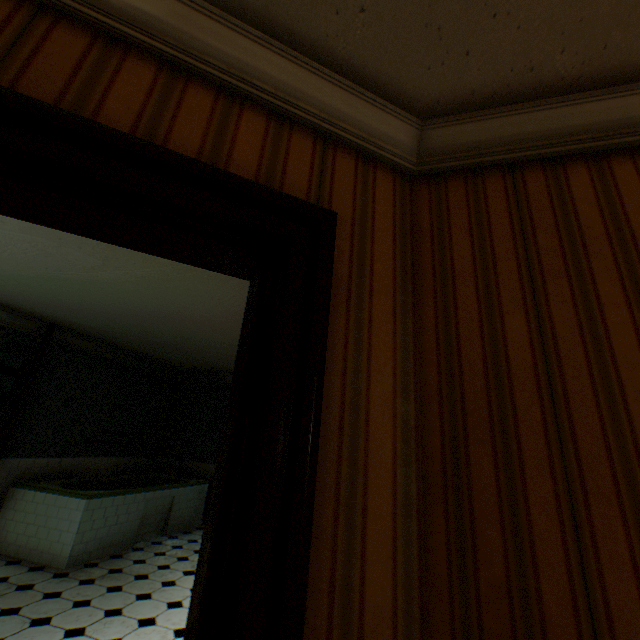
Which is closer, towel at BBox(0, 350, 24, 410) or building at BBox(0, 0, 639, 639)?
building at BBox(0, 0, 639, 639)

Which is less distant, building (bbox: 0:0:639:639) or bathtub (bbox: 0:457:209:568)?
building (bbox: 0:0:639:639)

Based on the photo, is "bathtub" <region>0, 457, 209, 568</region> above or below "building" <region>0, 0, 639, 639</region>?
below

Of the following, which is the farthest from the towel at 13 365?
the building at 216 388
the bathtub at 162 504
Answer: the bathtub at 162 504

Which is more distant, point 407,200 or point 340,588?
point 407,200

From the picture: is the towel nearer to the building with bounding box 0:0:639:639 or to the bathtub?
the building with bounding box 0:0:639:639

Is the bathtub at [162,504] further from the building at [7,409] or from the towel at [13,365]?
the towel at [13,365]

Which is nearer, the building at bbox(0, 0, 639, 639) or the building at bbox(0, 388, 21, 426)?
the building at bbox(0, 0, 639, 639)
